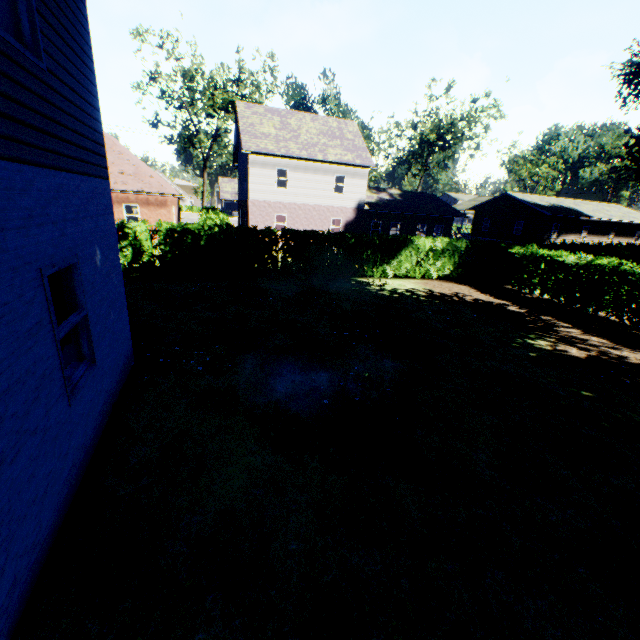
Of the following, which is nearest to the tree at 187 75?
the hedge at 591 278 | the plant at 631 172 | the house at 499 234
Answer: the hedge at 591 278

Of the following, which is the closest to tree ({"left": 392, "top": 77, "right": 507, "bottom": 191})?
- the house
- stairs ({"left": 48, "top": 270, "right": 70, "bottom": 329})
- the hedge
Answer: the hedge

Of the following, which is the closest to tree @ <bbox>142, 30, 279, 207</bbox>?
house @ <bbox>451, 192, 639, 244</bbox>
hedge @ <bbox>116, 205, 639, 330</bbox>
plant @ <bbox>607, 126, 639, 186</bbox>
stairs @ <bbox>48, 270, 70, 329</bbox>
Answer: hedge @ <bbox>116, 205, 639, 330</bbox>

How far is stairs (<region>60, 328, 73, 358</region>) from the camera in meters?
4.0

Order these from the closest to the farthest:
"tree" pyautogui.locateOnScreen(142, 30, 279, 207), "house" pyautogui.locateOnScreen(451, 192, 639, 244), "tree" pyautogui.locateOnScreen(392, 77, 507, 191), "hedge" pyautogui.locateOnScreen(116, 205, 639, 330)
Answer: "hedge" pyautogui.locateOnScreen(116, 205, 639, 330), "tree" pyautogui.locateOnScreen(142, 30, 279, 207), "house" pyautogui.locateOnScreen(451, 192, 639, 244), "tree" pyautogui.locateOnScreen(392, 77, 507, 191)

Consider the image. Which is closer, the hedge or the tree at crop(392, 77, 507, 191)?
the hedge

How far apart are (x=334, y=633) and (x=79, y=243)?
5.06m

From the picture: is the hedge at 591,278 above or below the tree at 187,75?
below
